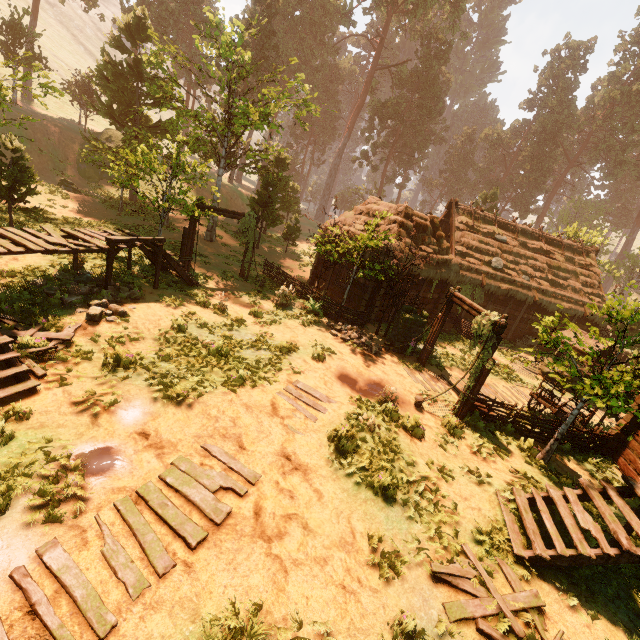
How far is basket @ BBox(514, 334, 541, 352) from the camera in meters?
22.1 m

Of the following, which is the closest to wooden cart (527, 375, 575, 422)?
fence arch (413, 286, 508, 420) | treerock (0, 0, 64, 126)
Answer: treerock (0, 0, 64, 126)

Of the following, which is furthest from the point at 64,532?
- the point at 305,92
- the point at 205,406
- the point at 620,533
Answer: the point at 305,92

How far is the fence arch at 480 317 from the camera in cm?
1025

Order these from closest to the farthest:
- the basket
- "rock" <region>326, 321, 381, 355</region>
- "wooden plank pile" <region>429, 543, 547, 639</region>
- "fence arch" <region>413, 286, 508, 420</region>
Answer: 1. "wooden plank pile" <region>429, 543, 547, 639</region>
2. "fence arch" <region>413, 286, 508, 420</region>
3. "rock" <region>326, 321, 381, 355</region>
4. the basket

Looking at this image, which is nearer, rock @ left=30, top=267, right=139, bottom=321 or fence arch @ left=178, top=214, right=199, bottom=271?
rock @ left=30, top=267, right=139, bottom=321

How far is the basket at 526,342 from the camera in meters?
22.1 m

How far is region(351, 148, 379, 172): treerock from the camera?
46.9 meters
